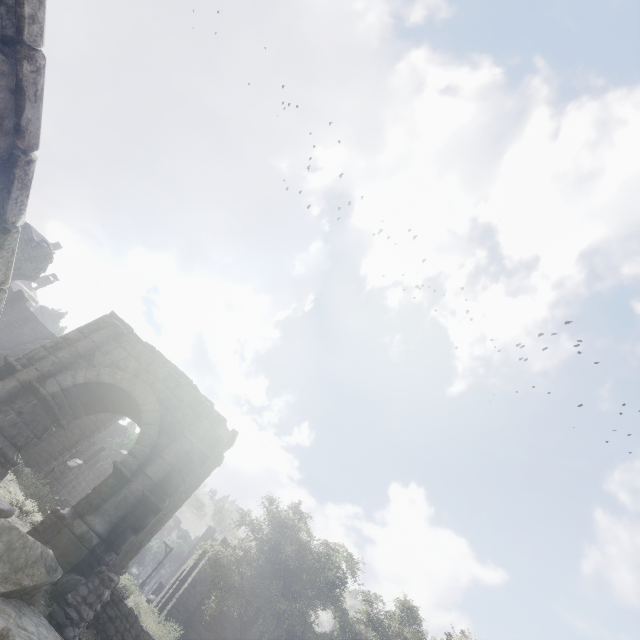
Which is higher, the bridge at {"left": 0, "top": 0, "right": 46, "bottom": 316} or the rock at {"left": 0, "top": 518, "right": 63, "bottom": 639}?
the bridge at {"left": 0, "top": 0, "right": 46, "bottom": 316}

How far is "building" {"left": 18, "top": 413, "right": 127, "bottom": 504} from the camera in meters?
18.5

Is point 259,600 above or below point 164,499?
above

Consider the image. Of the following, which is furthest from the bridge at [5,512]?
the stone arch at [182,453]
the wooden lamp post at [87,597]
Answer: the stone arch at [182,453]

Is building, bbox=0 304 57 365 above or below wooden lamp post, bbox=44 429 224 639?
above

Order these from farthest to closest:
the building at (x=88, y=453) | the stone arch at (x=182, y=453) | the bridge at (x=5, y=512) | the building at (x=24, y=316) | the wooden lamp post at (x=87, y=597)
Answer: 1. the building at (x=24, y=316)
2. the building at (x=88, y=453)
3. the stone arch at (x=182, y=453)
4. the wooden lamp post at (x=87, y=597)
5. the bridge at (x=5, y=512)

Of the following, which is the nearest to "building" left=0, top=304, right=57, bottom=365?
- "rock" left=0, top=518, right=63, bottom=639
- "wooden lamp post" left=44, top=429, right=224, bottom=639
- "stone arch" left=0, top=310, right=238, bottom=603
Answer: "stone arch" left=0, top=310, right=238, bottom=603

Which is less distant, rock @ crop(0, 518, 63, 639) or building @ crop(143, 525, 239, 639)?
rock @ crop(0, 518, 63, 639)
